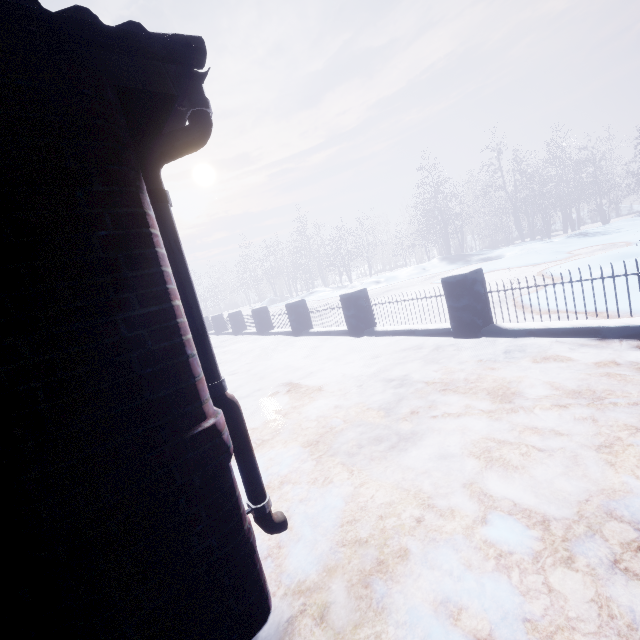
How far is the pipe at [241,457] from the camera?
1.2 meters

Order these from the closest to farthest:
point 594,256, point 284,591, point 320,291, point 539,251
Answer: point 284,591 < point 594,256 < point 539,251 < point 320,291

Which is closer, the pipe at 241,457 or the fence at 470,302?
the pipe at 241,457

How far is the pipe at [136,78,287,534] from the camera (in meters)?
1.25

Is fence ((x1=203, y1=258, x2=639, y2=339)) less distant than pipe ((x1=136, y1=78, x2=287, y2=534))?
No
